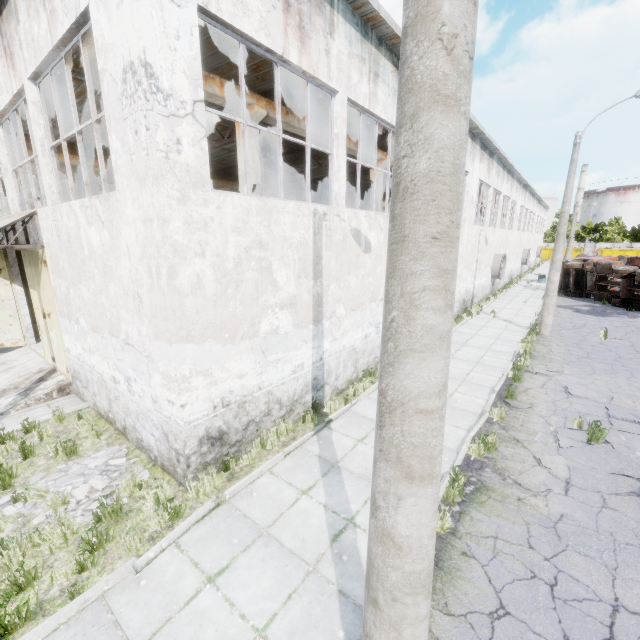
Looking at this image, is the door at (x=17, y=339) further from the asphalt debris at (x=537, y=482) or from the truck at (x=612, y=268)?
the truck at (x=612, y=268)

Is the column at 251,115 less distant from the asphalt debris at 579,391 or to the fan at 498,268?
the asphalt debris at 579,391

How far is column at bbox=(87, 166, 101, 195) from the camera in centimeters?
1634cm

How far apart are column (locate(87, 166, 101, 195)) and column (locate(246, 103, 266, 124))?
11.13m

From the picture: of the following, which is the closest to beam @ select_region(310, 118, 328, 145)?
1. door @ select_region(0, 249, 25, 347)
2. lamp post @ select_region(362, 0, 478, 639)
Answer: lamp post @ select_region(362, 0, 478, 639)

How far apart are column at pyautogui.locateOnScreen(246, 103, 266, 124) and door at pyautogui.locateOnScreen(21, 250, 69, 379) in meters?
5.3 m

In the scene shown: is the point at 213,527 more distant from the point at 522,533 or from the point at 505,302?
the point at 505,302

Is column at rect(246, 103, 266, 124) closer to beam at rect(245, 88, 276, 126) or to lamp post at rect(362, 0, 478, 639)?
beam at rect(245, 88, 276, 126)
